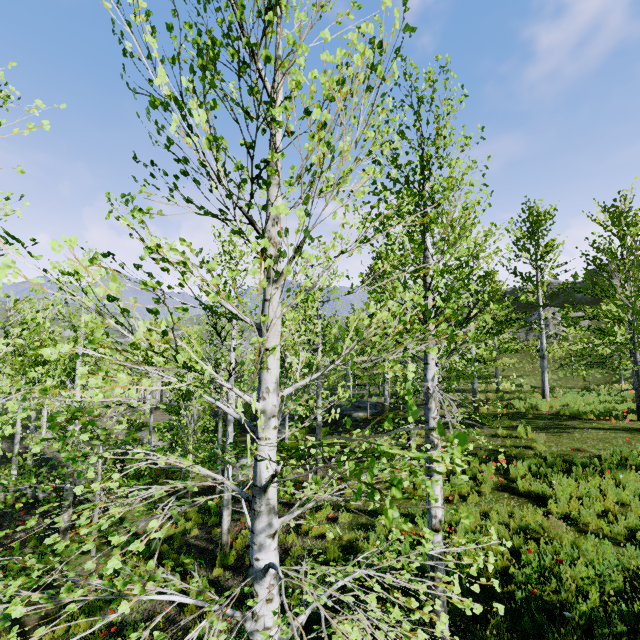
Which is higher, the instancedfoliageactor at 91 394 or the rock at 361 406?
the instancedfoliageactor at 91 394

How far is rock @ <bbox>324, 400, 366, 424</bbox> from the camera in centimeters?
2214cm

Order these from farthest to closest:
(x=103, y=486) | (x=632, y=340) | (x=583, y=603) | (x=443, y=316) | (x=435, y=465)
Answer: (x=103, y=486) < (x=632, y=340) < (x=443, y=316) < (x=583, y=603) < (x=435, y=465)

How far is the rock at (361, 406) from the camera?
22.1 meters

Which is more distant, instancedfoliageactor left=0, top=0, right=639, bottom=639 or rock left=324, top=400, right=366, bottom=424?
rock left=324, top=400, right=366, bottom=424

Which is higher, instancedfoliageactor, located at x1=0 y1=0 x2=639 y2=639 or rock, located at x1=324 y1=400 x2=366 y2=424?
instancedfoliageactor, located at x1=0 y1=0 x2=639 y2=639
